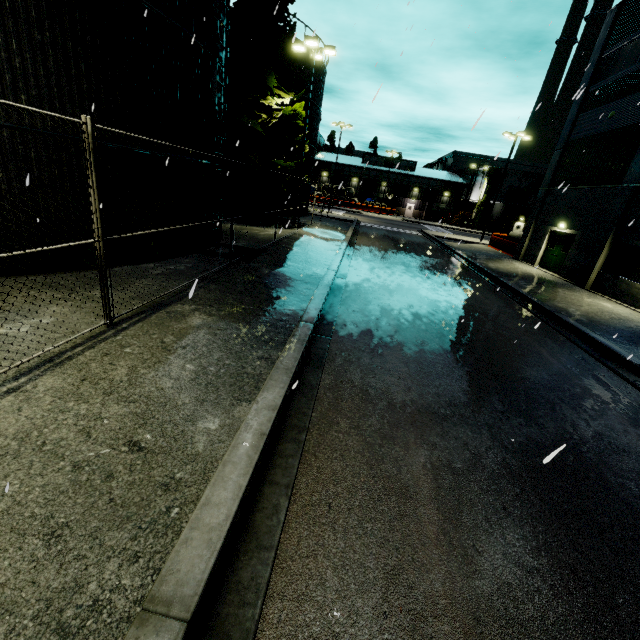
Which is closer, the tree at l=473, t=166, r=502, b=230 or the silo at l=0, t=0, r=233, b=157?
the silo at l=0, t=0, r=233, b=157

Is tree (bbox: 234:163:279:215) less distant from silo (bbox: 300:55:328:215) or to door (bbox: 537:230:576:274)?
silo (bbox: 300:55:328:215)

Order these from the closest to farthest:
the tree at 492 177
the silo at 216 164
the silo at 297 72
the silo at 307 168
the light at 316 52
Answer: the silo at 216 164, the light at 316 52, the silo at 297 72, the silo at 307 168, the tree at 492 177

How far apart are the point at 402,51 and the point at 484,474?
7.97m

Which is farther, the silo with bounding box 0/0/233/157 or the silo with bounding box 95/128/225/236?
the silo with bounding box 95/128/225/236

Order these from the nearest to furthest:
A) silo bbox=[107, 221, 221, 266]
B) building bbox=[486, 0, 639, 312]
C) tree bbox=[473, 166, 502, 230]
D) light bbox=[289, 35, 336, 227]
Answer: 1. silo bbox=[107, 221, 221, 266]
2. building bbox=[486, 0, 639, 312]
3. light bbox=[289, 35, 336, 227]
4. tree bbox=[473, 166, 502, 230]

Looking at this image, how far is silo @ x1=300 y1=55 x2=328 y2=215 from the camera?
26.1 meters

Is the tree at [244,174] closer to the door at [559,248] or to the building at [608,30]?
the building at [608,30]
